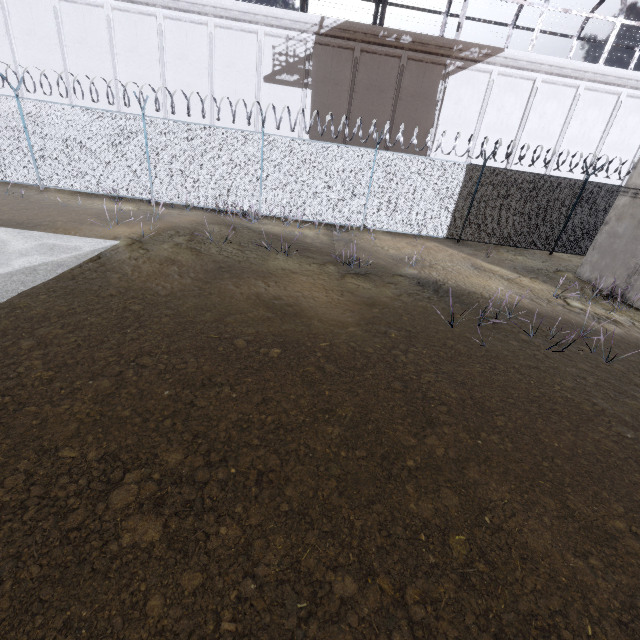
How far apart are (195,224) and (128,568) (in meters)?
9.88

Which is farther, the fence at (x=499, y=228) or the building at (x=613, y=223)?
the fence at (x=499, y=228)

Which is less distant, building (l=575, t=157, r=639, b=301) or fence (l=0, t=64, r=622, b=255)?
building (l=575, t=157, r=639, b=301)
